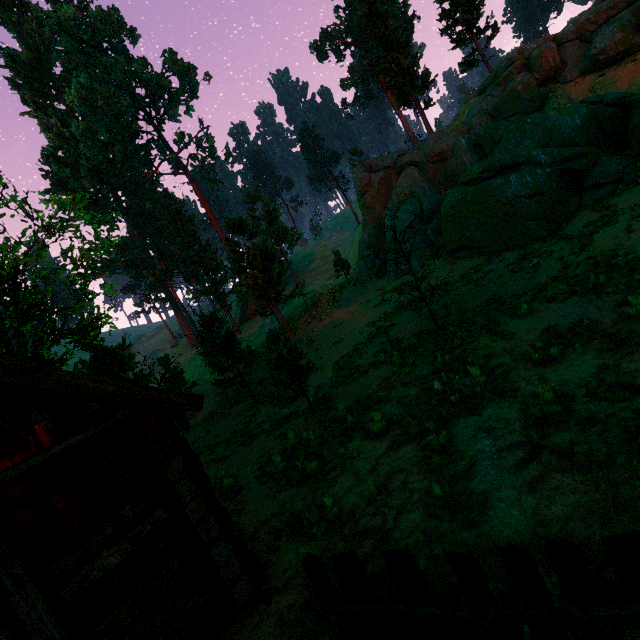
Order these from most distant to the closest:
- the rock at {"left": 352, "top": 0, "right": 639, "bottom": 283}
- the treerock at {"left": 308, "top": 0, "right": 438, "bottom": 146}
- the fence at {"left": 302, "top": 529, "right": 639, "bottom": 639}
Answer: the treerock at {"left": 308, "top": 0, "right": 438, "bottom": 146} < the rock at {"left": 352, "top": 0, "right": 639, "bottom": 283} < the fence at {"left": 302, "top": 529, "right": 639, "bottom": 639}

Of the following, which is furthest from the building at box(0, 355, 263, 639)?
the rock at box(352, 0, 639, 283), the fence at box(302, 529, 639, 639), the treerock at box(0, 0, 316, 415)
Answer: the rock at box(352, 0, 639, 283)

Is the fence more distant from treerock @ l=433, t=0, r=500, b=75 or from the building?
the building

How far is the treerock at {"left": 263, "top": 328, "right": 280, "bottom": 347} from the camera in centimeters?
1190cm

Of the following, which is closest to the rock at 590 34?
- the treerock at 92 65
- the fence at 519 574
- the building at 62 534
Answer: the treerock at 92 65

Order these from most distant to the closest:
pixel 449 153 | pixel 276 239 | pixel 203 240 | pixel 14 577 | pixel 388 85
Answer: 1. pixel 203 240
2. pixel 276 239
3. pixel 388 85
4. pixel 449 153
5. pixel 14 577

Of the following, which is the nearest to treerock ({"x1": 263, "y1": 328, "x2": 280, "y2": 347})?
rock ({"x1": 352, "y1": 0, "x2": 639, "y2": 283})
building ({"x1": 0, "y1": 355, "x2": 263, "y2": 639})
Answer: building ({"x1": 0, "y1": 355, "x2": 263, "y2": 639})

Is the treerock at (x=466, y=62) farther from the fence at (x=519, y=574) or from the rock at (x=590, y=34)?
the rock at (x=590, y=34)
